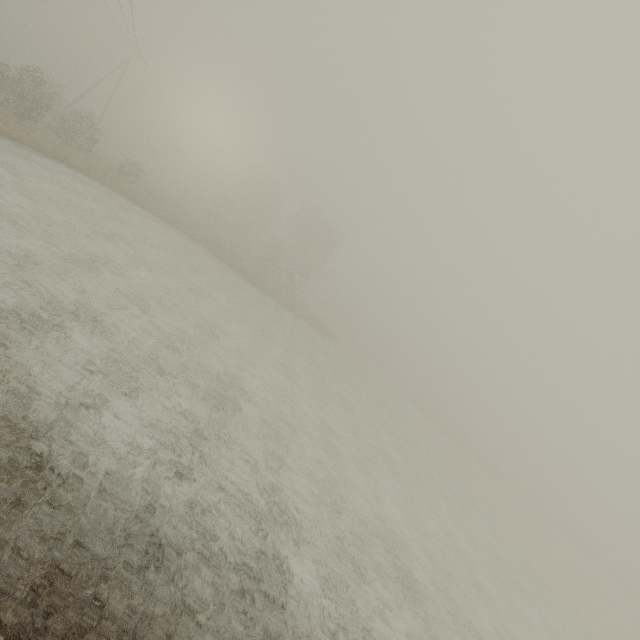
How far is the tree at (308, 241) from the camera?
49.0m

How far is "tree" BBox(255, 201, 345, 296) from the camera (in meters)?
48.97

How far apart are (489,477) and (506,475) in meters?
17.7 m
